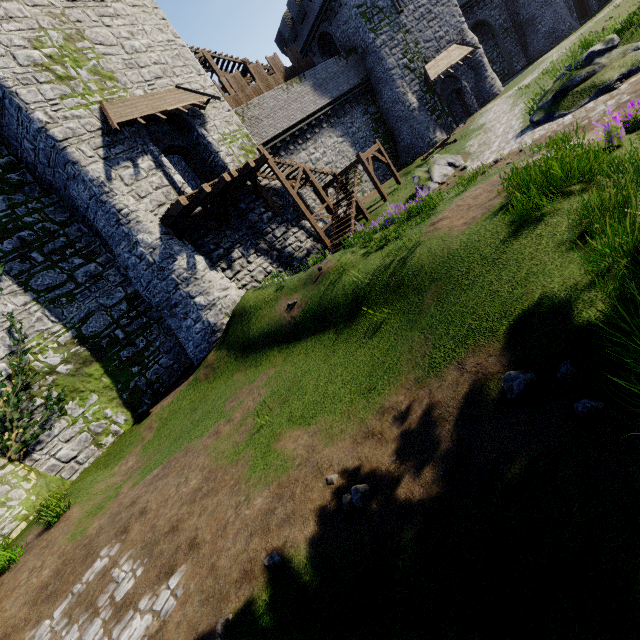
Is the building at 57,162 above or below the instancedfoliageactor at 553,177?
above

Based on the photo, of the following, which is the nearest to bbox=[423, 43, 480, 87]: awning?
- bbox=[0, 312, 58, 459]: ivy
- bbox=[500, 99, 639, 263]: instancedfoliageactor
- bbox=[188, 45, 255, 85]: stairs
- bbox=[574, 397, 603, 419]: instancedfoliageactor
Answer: bbox=[188, 45, 255, 85]: stairs

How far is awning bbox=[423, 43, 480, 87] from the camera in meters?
27.0 m

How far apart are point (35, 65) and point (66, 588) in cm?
1691

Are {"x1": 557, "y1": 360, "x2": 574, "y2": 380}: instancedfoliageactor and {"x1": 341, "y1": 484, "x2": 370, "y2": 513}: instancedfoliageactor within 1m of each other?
no

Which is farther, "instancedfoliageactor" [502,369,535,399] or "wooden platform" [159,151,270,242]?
"wooden platform" [159,151,270,242]

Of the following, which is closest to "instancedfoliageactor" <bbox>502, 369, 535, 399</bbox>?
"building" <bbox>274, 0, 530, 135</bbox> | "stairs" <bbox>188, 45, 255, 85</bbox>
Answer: "stairs" <bbox>188, 45, 255, 85</bbox>

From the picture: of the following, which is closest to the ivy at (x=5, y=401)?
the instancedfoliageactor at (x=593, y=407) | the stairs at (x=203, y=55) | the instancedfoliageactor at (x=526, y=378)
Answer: the instancedfoliageactor at (x=593, y=407)
